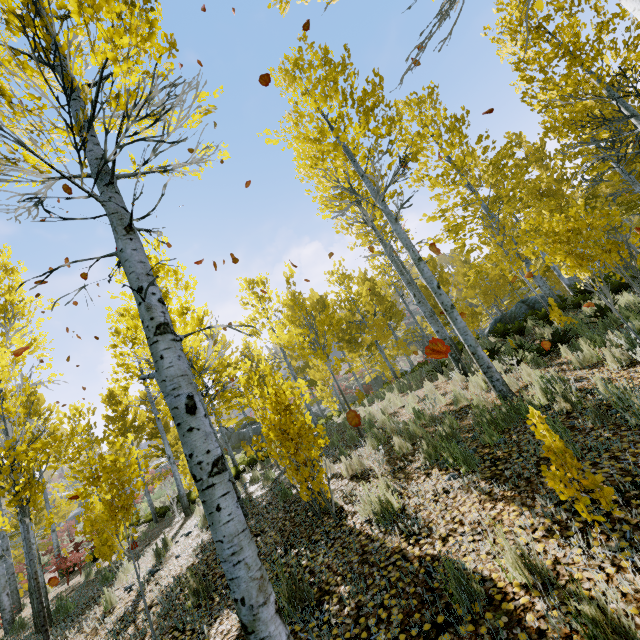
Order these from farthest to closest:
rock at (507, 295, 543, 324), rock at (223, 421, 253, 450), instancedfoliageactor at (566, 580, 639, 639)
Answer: rock at (223, 421, 253, 450)
rock at (507, 295, 543, 324)
instancedfoliageactor at (566, 580, 639, 639)

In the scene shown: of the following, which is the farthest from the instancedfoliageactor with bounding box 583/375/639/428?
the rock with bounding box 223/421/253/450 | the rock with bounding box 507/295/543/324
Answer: the rock with bounding box 223/421/253/450

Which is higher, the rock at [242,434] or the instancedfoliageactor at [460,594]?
the rock at [242,434]

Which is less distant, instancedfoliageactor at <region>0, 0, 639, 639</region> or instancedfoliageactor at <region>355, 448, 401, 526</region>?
instancedfoliageactor at <region>0, 0, 639, 639</region>

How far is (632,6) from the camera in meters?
1.6 m

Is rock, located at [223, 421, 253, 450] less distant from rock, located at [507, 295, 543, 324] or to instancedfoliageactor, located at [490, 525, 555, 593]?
instancedfoliageactor, located at [490, 525, 555, 593]

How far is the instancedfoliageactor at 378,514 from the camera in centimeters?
387cm
